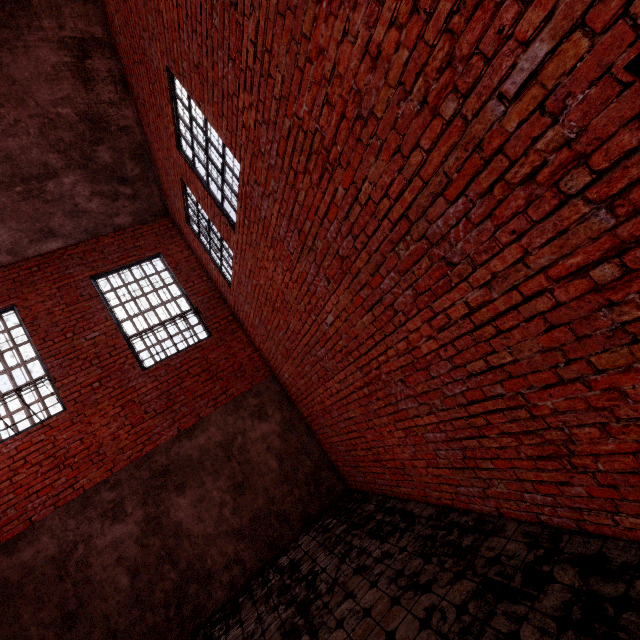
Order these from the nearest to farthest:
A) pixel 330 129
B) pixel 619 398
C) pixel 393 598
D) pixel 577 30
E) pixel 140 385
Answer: pixel 577 30 < pixel 619 398 < pixel 330 129 < pixel 393 598 < pixel 140 385

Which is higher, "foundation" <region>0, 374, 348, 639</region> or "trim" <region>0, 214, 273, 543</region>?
"trim" <region>0, 214, 273, 543</region>

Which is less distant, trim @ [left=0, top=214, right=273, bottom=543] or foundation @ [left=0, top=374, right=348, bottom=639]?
foundation @ [left=0, top=374, right=348, bottom=639]

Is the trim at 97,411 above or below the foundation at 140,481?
above

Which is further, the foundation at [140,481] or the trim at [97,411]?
the trim at [97,411]
